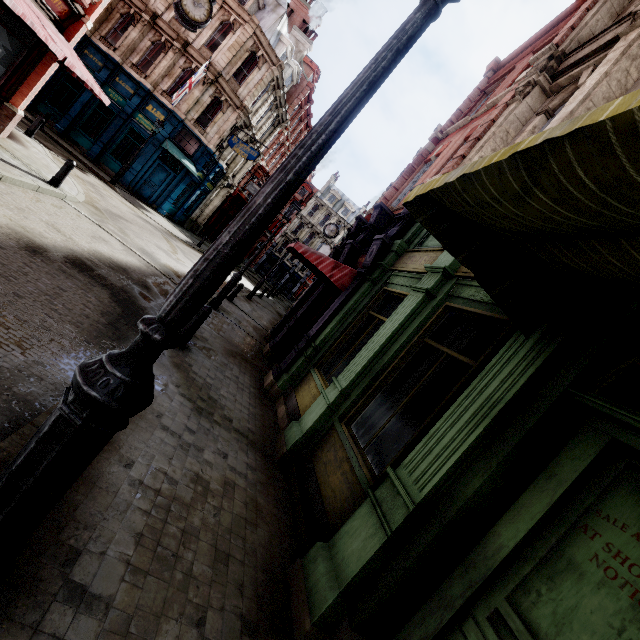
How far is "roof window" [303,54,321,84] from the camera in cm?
3198

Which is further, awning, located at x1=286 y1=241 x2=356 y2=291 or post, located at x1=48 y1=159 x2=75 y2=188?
post, located at x1=48 y1=159 x2=75 y2=188

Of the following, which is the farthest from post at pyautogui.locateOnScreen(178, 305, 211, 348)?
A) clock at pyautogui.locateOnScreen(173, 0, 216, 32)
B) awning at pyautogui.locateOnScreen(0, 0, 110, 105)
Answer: clock at pyautogui.locateOnScreen(173, 0, 216, 32)

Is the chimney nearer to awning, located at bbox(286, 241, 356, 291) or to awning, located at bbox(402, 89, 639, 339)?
awning, located at bbox(286, 241, 356, 291)

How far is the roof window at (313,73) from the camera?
31.98m

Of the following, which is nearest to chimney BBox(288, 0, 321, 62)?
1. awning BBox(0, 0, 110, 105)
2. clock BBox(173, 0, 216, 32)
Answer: clock BBox(173, 0, 216, 32)

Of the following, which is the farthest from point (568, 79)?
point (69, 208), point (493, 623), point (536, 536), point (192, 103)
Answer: point (192, 103)

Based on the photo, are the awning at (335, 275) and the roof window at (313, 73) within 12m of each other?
no
